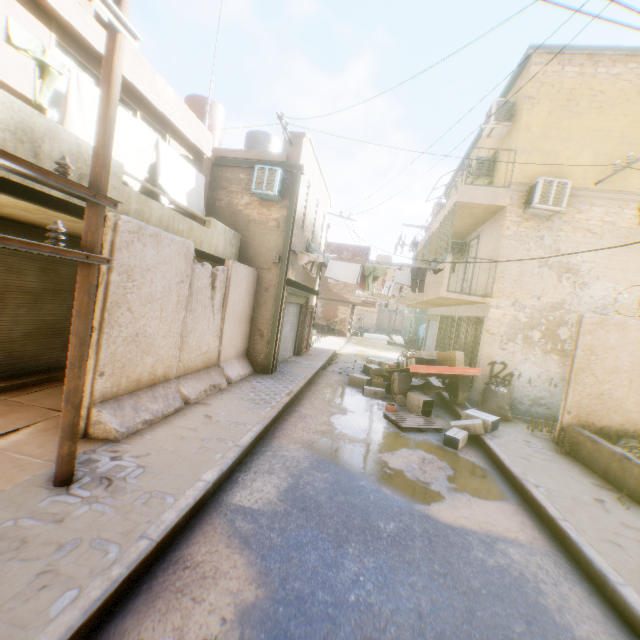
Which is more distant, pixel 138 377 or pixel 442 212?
pixel 442 212

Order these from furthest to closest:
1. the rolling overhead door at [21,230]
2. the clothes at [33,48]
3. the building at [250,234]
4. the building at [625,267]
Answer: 1. the building at [625,267]
2. the building at [250,234]
3. the rolling overhead door at [21,230]
4. the clothes at [33,48]

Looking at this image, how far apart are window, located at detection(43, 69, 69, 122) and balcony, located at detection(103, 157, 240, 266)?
1.14m

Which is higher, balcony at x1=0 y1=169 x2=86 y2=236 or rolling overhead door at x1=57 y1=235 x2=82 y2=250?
balcony at x1=0 y1=169 x2=86 y2=236

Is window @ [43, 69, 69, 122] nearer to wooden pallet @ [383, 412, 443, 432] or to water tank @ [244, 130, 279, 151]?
water tank @ [244, 130, 279, 151]

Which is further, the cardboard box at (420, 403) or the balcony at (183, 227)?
the cardboard box at (420, 403)

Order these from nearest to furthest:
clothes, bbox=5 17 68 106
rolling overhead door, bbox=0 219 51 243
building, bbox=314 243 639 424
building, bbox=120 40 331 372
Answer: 1. clothes, bbox=5 17 68 106
2. rolling overhead door, bbox=0 219 51 243
3. building, bbox=120 40 331 372
4. building, bbox=314 243 639 424

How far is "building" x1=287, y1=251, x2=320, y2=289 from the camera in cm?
1121
